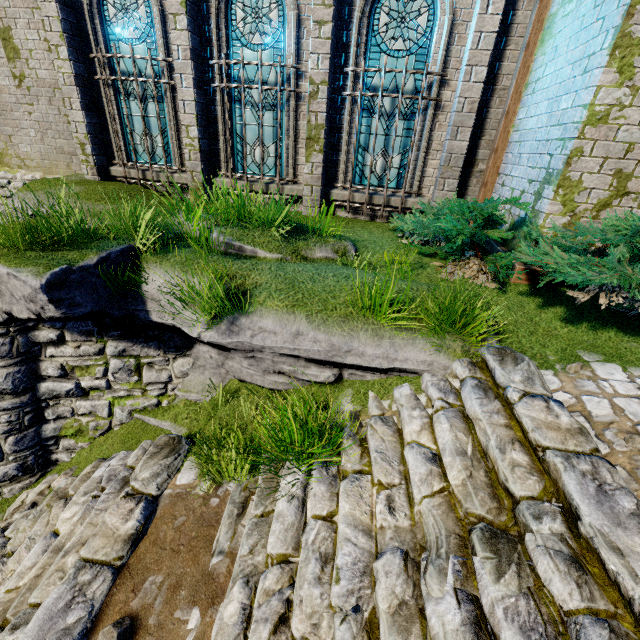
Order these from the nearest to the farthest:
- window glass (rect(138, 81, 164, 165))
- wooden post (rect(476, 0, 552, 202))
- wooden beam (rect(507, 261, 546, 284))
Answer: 1. wooden beam (rect(507, 261, 546, 284))
2. wooden post (rect(476, 0, 552, 202))
3. window glass (rect(138, 81, 164, 165))

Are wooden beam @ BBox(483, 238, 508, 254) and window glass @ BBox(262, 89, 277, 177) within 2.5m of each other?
no

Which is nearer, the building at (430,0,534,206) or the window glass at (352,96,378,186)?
the building at (430,0,534,206)

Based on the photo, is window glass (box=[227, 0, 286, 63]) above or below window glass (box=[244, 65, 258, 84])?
above

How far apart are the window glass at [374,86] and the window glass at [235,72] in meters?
1.5 m

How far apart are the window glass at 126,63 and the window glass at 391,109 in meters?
4.5 m

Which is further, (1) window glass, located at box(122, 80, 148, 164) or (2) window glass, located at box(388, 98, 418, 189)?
(1) window glass, located at box(122, 80, 148, 164)

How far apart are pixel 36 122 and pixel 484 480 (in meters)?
12.59
